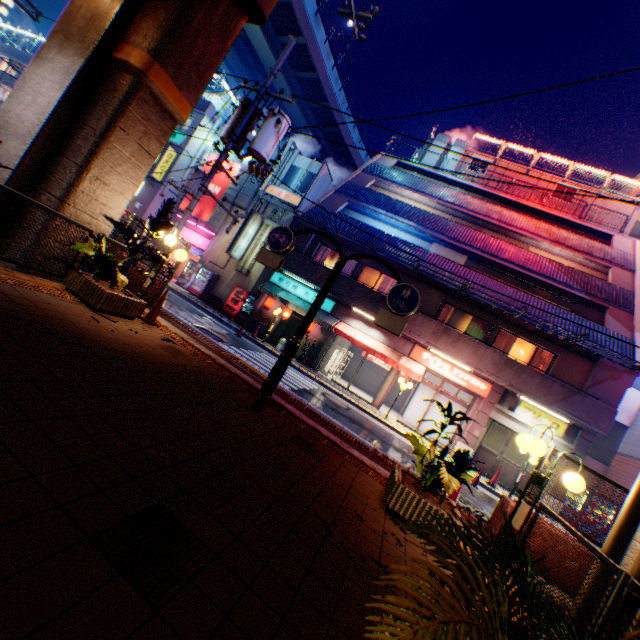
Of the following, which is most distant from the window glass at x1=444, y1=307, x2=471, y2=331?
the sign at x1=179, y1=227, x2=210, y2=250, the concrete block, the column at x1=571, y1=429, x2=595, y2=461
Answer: the concrete block

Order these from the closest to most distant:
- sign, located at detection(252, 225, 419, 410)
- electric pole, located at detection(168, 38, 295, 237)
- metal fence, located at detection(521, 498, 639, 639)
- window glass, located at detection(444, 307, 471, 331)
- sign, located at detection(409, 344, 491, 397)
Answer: metal fence, located at detection(521, 498, 639, 639) → sign, located at detection(252, 225, 419, 410) → electric pole, located at detection(168, 38, 295, 237) → sign, located at detection(409, 344, 491, 397) → window glass, located at detection(444, 307, 471, 331)

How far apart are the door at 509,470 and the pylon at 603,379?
2.3 meters

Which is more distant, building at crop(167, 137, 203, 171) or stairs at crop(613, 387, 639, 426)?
building at crop(167, 137, 203, 171)

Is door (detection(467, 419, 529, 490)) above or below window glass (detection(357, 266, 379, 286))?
below

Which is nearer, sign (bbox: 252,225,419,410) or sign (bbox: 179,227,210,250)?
sign (bbox: 252,225,419,410)

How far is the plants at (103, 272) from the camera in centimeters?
596cm

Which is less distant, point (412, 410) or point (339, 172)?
point (412, 410)
